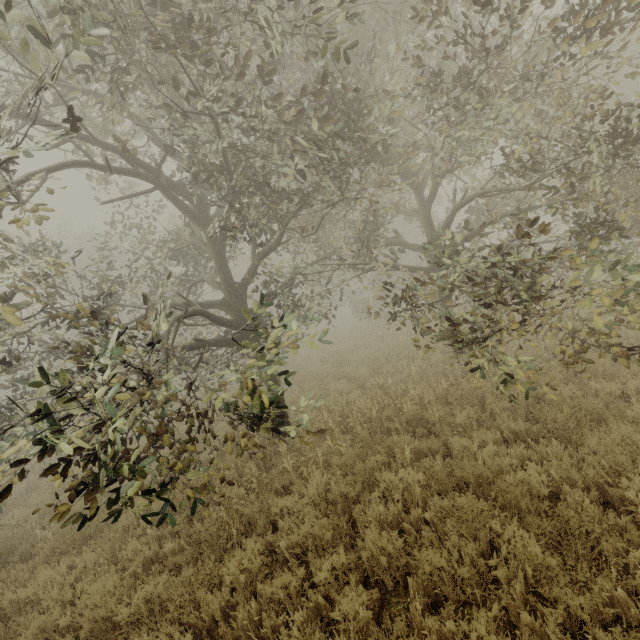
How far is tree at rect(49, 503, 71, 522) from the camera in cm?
285

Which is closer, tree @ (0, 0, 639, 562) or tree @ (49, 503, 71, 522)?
tree @ (49, 503, 71, 522)

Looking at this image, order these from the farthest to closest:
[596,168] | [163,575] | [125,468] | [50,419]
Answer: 1. [596,168]
2. [163,575]
3. [125,468]
4. [50,419]

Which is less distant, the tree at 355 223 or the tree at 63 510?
the tree at 63 510

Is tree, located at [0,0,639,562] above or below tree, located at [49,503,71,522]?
above

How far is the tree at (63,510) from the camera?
2.9m
